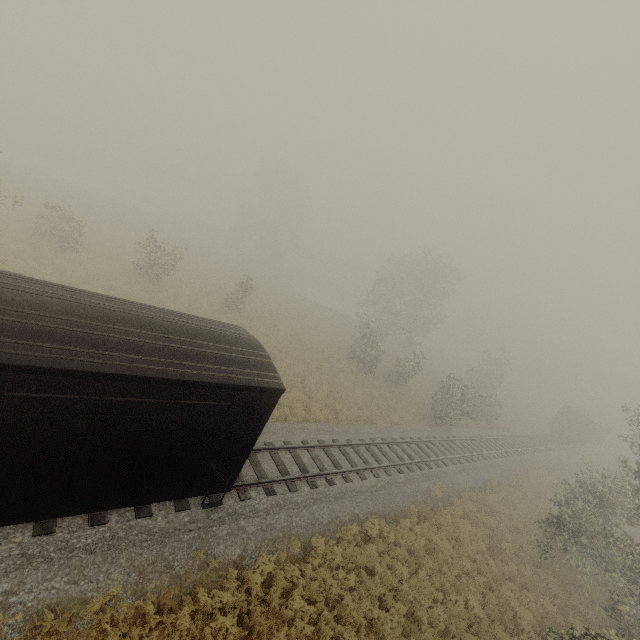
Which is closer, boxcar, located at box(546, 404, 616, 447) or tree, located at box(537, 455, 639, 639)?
tree, located at box(537, 455, 639, 639)

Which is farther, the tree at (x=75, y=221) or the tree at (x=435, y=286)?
the tree at (x=435, y=286)

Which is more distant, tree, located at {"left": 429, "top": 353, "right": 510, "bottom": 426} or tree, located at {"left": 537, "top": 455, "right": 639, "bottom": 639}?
tree, located at {"left": 429, "top": 353, "right": 510, "bottom": 426}

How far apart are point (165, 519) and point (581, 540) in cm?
1967

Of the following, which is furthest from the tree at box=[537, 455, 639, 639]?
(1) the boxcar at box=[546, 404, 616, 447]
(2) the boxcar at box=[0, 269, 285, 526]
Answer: (1) the boxcar at box=[546, 404, 616, 447]

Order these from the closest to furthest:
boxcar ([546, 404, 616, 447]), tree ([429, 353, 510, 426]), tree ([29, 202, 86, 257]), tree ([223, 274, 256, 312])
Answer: tree ([29, 202, 86, 257]), tree ([429, 353, 510, 426]), tree ([223, 274, 256, 312]), boxcar ([546, 404, 616, 447])

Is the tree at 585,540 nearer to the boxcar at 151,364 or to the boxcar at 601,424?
the boxcar at 151,364
